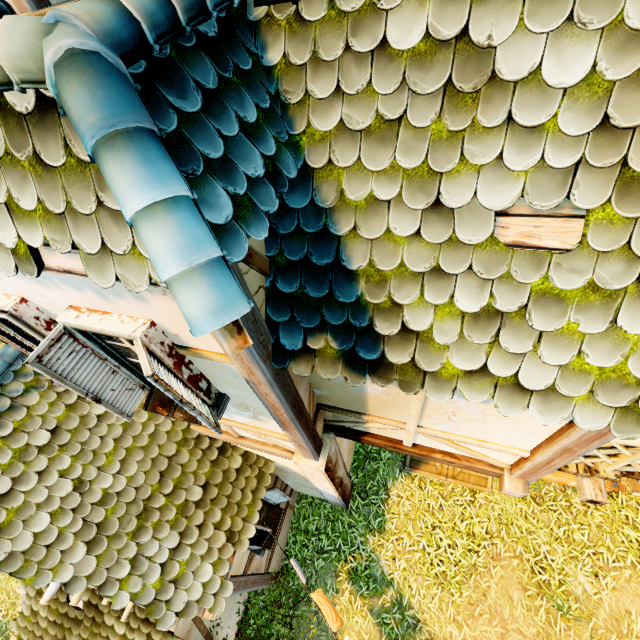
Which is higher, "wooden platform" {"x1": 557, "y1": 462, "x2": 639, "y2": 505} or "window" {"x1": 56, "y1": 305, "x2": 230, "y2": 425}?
"window" {"x1": 56, "y1": 305, "x2": 230, "y2": 425}

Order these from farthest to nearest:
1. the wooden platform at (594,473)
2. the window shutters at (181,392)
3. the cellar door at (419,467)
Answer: the cellar door at (419,467) < the wooden platform at (594,473) < the window shutters at (181,392)

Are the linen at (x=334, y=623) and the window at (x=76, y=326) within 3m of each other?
no

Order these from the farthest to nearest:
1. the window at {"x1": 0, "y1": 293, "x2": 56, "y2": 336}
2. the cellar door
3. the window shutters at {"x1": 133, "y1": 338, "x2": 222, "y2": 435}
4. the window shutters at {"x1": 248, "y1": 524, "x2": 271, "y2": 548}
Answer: the cellar door → the window shutters at {"x1": 248, "y1": 524, "x2": 271, "y2": 548} → the window at {"x1": 0, "y1": 293, "x2": 56, "y2": 336} → the window shutters at {"x1": 133, "y1": 338, "x2": 222, "y2": 435}

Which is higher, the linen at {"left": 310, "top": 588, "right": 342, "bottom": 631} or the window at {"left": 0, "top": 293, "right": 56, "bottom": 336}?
the window at {"left": 0, "top": 293, "right": 56, "bottom": 336}

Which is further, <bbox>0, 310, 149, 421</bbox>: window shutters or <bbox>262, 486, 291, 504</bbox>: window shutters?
<bbox>262, 486, 291, 504</bbox>: window shutters

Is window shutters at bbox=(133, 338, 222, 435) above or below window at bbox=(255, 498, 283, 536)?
above

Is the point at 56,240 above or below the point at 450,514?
above
